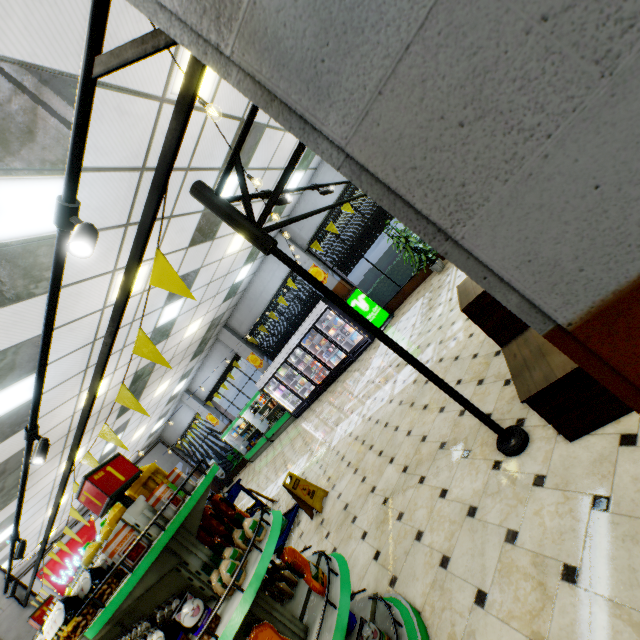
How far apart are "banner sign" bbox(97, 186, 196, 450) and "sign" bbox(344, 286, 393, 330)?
8.8m

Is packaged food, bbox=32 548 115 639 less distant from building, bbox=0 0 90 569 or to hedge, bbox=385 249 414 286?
building, bbox=0 0 90 569

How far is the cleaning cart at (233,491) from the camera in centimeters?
591cm

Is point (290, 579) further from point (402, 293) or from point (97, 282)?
point (402, 293)

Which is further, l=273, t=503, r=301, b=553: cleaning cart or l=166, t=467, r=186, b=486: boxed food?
l=273, t=503, r=301, b=553: cleaning cart

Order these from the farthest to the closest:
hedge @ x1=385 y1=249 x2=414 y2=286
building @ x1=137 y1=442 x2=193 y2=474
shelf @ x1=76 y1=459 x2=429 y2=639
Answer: building @ x1=137 y1=442 x2=193 y2=474 < hedge @ x1=385 y1=249 x2=414 y2=286 < shelf @ x1=76 y1=459 x2=429 y2=639

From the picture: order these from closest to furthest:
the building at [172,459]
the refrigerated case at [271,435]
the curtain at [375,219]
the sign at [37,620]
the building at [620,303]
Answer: the building at [620,303] → the sign at [37,620] → the curtain at [375,219] → the refrigerated case at [271,435] → the building at [172,459]

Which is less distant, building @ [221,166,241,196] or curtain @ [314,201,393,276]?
building @ [221,166,241,196]
